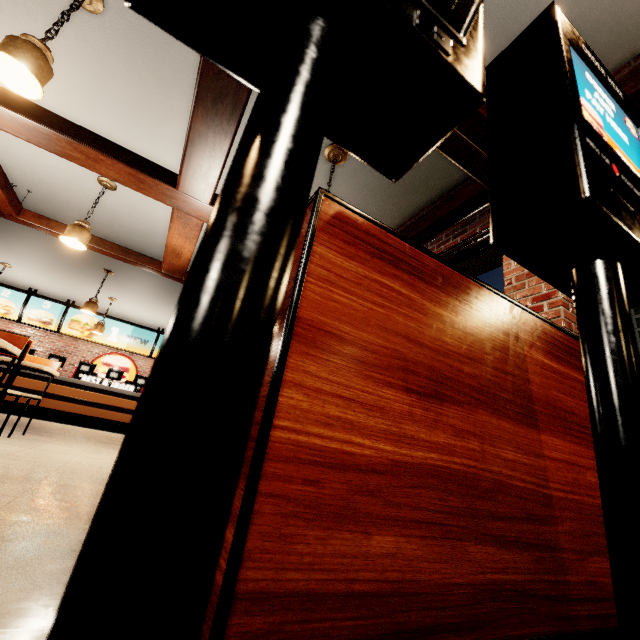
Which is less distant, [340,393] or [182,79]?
[340,393]
